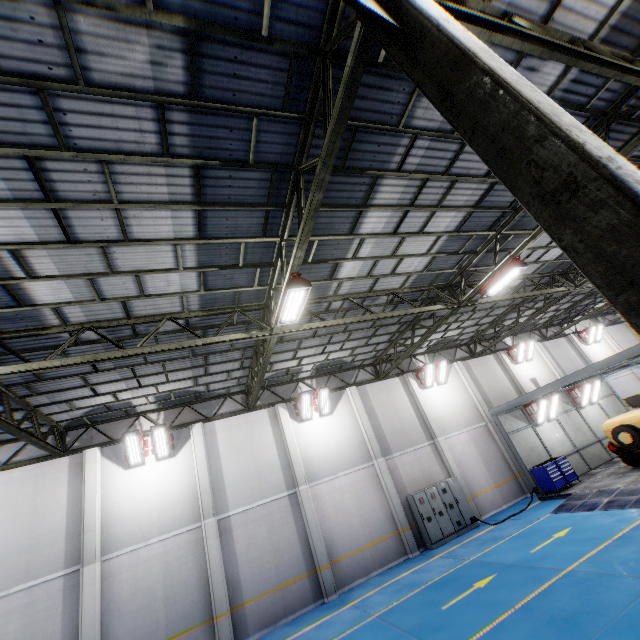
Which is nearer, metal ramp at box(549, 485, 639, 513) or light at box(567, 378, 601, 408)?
metal ramp at box(549, 485, 639, 513)

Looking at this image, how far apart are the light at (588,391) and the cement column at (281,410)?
16.6m

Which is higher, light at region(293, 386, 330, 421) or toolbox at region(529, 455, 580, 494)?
light at region(293, 386, 330, 421)

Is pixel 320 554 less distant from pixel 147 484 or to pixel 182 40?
pixel 147 484

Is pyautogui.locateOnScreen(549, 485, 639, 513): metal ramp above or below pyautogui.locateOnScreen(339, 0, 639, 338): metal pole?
below

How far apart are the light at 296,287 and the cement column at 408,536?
9.8m

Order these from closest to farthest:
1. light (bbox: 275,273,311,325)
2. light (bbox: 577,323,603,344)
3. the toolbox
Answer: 1. light (bbox: 275,273,311,325)
2. the toolbox
3. light (bbox: 577,323,603,344)

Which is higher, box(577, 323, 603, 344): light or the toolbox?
box(577, 323, 603, 344): light
